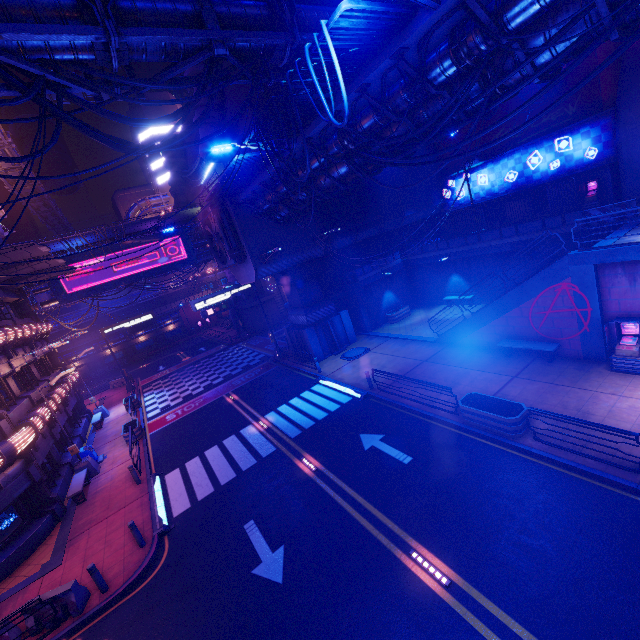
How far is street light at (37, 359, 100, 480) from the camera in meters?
17.5 m

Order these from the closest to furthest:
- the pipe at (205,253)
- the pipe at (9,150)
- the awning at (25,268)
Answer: the awning at (25,268) < the pipe at (9,150) < the pipe at (205,253)

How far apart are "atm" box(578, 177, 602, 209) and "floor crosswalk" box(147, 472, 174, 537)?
29.7m

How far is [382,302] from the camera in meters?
27.0 m

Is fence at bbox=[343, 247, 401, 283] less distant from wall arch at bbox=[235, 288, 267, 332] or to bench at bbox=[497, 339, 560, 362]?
wall arch at bbox=[235, 288, 267, 332]

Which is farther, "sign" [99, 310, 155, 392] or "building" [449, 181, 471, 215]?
"sign" [99, 310, 155, 392]

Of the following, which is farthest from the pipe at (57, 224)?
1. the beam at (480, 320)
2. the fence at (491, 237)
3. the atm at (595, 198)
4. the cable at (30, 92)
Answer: the beam at (480, 320)

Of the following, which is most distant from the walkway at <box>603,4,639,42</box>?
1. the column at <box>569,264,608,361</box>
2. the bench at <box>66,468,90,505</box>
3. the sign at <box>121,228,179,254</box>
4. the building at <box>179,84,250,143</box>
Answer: the bench at <box>66,468,90,505</box>
